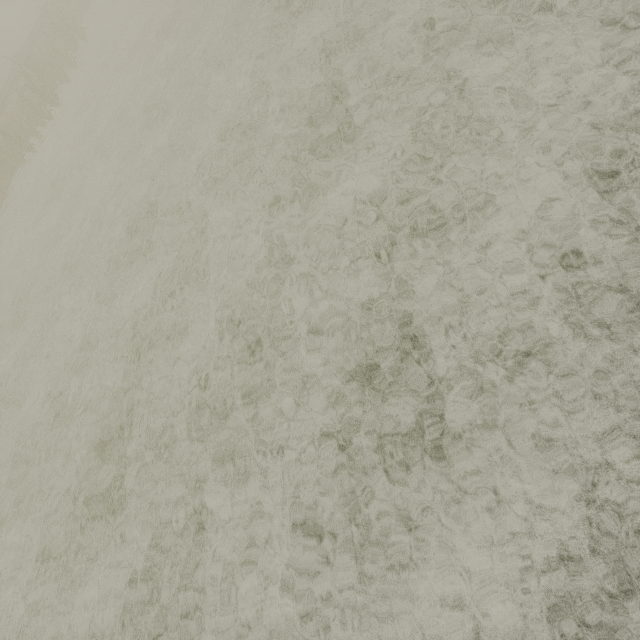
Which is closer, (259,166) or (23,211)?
(259,166)
